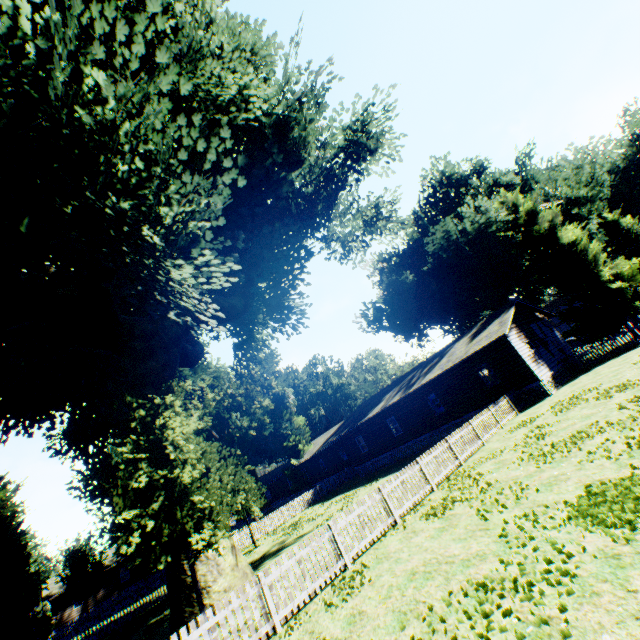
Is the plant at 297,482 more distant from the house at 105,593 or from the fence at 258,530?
the house at 105,593

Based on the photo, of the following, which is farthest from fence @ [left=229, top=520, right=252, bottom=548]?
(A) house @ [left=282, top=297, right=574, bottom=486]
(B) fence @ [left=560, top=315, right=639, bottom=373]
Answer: (B) fence @ [left=560, top=315, right=639, bottom=373]

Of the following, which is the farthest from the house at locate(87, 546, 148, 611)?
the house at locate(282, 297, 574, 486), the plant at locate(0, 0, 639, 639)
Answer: the house at locate(282, 297, 574, 486)

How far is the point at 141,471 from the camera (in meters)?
9.41

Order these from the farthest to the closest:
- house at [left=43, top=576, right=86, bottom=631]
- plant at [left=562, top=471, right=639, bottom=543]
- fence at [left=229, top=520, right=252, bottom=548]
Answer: house at [left=43, top=576, right=86, bottom=631], fence at [left=229, top=520, right=252, bottom=548], plant at [left=562, top=471, right=639, bottom=543]

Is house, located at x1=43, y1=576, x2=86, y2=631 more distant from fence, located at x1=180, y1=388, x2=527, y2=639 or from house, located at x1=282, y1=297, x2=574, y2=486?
house, located at x1=282, y1=297, x2=574, y2=486

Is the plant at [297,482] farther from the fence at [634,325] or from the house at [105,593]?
the house at [105,593]

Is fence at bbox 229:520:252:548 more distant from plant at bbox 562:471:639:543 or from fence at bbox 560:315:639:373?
fence at bbox 560:315:639:373
